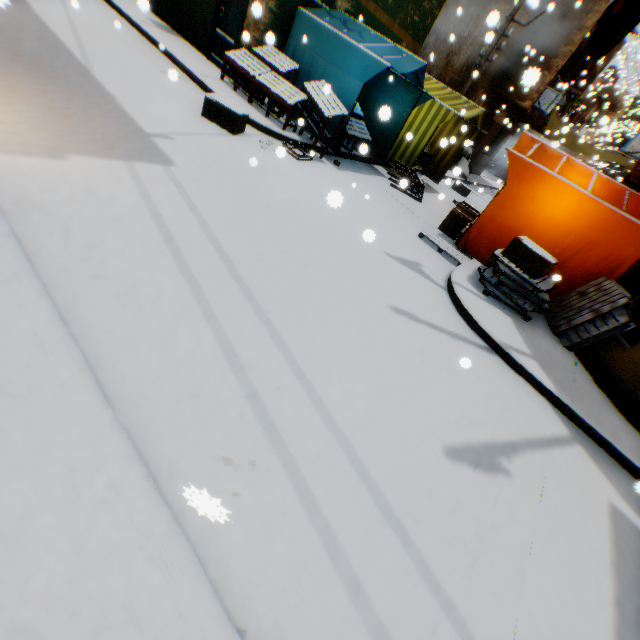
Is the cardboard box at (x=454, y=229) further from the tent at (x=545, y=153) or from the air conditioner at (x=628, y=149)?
the air conditioner at (x=628, y=149)

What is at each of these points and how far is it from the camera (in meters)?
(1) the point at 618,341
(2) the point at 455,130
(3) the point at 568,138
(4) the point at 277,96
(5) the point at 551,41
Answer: (1) building, 5.47
(2) tent, 11.47
(3) tent, 17.23
(4) table, 7.31
(5) building, 13.48

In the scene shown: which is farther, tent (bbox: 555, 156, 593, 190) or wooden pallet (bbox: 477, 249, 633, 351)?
tent (bbox: 555, 156, 593, 190)

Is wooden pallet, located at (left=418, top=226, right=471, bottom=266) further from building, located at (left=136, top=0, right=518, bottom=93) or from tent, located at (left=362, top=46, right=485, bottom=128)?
building, located at (left=136, top=0, right=518, bottom=93)

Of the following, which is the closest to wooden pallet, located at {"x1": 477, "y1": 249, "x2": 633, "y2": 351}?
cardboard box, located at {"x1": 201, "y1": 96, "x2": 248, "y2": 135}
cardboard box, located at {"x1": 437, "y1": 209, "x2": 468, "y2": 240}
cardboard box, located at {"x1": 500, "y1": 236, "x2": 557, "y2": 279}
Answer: cardboard box, located at {"x1": 500, "y1": 236, "x2": 557, "y2": 279}

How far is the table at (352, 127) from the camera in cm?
798

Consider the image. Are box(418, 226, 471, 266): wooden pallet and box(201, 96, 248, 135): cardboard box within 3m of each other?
no

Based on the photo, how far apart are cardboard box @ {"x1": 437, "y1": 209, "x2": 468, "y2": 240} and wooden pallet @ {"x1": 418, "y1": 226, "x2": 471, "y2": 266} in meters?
0.0
